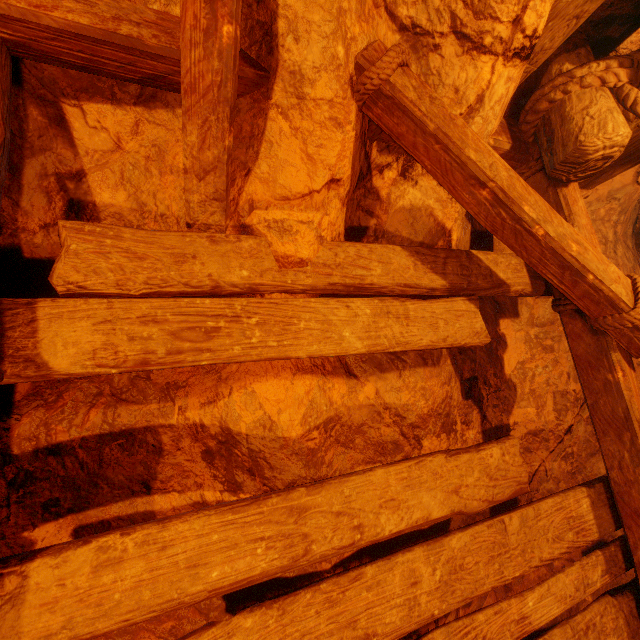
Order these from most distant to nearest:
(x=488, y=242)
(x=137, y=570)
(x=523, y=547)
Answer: (x=488, y=242), (x=523, y=547), (x=137, y=570)
